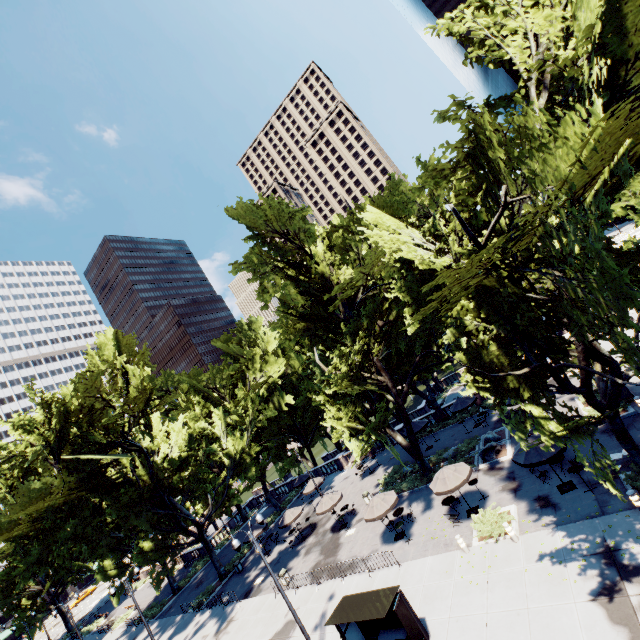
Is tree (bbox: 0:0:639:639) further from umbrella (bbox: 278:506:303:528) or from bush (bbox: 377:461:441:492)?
umbrella (bbox: 278:506:303:528)

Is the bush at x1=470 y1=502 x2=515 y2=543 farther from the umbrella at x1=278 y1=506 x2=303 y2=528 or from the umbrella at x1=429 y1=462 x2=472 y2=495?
the umbrella at x1=278 y1=506 x2=303 y2=528

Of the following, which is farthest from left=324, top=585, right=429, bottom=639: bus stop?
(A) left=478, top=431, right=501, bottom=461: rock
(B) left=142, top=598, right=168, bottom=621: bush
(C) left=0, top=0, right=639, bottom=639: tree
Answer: (B) left=142, top=598, right=168, bottom=621: bush

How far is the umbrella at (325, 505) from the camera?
26.92m

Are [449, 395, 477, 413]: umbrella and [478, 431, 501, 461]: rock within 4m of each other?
no

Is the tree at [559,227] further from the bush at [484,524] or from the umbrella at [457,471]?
the bush at [484,524]

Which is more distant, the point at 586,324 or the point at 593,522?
the point at 593,522

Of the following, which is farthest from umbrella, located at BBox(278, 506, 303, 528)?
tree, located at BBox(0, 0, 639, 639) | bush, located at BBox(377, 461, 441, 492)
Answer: bush, located at BBox(377, 461, 441, 492)
